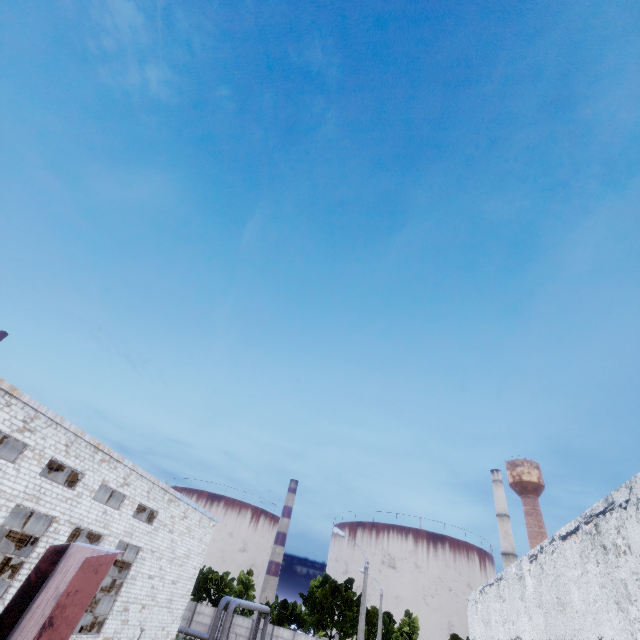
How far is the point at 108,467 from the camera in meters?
22.7
